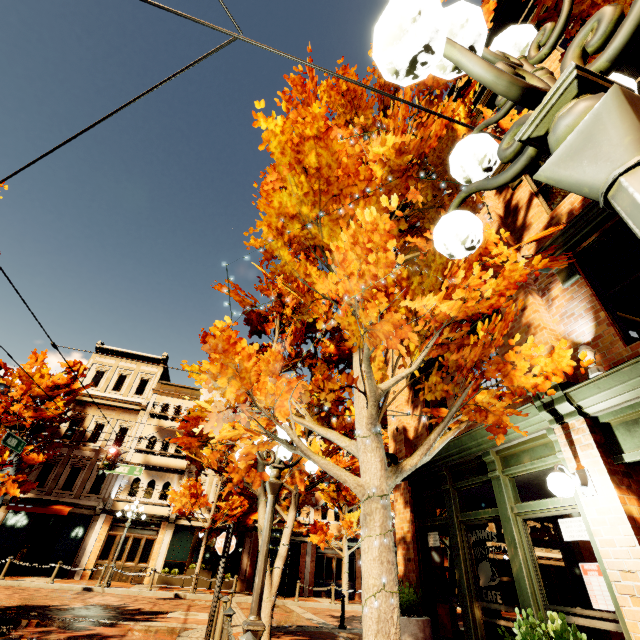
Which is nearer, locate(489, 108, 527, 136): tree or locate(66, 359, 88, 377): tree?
locate(489, 108, 527, 136): tree

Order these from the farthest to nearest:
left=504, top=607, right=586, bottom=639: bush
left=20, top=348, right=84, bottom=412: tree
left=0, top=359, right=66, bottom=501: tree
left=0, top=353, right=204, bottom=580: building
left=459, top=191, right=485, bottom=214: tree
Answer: left=20, top=348, right=84, bottom=412: tree → left=0, top=353, right=204, bottom=580: building → left=0, top=359, right=66, bottom=501: tree → left=459, top=191, right=485, bottom=214: tree → left=504, top=607, right=586, bottom=639: bush

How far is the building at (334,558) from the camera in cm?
2089

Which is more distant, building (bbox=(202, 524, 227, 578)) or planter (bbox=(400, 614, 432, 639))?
building (bbox=(202, 524, 227, 578))

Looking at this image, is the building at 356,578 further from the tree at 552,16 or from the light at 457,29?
the light at 457,29

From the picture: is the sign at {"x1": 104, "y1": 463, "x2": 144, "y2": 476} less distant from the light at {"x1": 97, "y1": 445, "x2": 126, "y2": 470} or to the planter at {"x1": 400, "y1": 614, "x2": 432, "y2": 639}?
the light at {"x1": 97, "y1": 445, "x2": 126, "y2": 470}

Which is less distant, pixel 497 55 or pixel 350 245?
pixel 497 55

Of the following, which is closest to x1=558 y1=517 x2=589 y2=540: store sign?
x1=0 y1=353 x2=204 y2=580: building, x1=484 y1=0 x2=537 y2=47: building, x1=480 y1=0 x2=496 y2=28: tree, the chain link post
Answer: x1=484 y1=0 x2=537 y2=47: building
